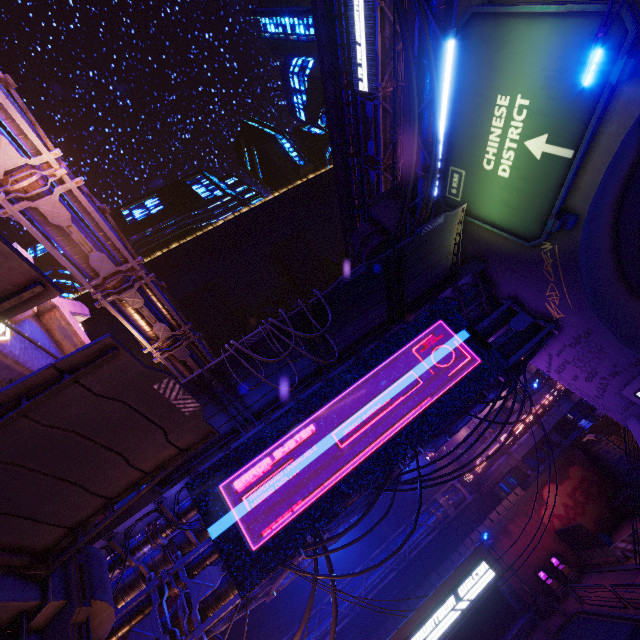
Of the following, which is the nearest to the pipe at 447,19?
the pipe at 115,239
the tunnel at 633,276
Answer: the tunnel at 633,276

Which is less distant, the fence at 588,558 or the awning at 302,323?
the awning at 302,323

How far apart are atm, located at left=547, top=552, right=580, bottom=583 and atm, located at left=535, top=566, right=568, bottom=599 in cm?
46

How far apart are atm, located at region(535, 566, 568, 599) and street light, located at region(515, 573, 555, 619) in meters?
0.4 m

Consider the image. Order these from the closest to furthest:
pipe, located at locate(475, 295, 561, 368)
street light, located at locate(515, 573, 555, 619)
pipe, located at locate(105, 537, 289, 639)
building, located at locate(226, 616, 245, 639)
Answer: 1. pipe, located at locate(105, 537, 289, 639)
2. pipe, located at locate(475, 295, 561, 368)
3. street light, located at locate(515, 573, 555, 619)
4. building, located at locate(226, 616, 245, 639)

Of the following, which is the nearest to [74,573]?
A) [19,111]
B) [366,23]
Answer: [19,111]

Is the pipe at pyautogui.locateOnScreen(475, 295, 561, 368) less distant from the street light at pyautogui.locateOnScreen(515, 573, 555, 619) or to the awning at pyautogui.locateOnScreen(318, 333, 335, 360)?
the awning at pyautogui.locateOnScreen(318, 333, 335, 360)

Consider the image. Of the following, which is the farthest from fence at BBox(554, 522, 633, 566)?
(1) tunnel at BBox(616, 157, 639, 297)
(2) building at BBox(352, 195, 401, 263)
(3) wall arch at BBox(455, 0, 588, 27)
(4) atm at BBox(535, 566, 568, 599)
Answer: (2) building at BBox(352, 195, 401, 263)
